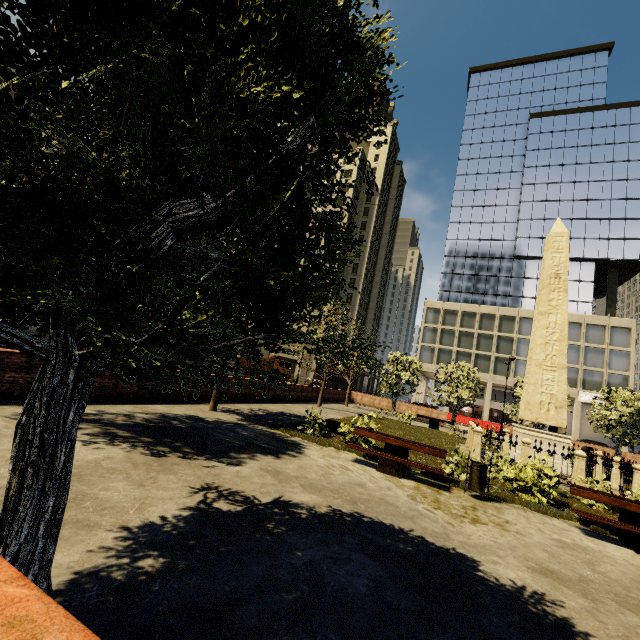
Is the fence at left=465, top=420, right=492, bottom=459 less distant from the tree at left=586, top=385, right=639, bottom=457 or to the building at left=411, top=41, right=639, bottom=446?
the tree at left=586, top=385, right=639, bottom=457

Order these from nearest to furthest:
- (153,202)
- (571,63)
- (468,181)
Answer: (153,202) < (571,63) < (468,181)

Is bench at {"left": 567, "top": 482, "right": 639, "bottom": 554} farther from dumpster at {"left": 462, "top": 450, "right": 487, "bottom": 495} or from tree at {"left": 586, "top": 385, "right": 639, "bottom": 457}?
tree at {"left": 586, "top": 385, "right": 639, "bottom": 457}

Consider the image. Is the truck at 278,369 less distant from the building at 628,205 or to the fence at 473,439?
the building at 628,205

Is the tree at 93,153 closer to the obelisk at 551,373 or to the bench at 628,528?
the bench at 628,528

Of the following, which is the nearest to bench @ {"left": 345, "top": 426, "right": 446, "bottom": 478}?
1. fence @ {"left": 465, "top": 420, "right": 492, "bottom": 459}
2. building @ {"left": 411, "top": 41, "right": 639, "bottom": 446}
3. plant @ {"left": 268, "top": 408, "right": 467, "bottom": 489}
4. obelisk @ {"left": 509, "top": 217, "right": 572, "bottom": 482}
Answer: plant @ {"left": 268, "top": 408, "right": 467, "bottom": 489}

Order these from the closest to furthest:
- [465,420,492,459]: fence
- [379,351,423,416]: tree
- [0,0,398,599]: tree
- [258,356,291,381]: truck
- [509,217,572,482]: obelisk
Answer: [0,0,398,599]: tree < [465,420,492,459]: fence < [509,217,572,482]: obelisk < [379,351,423,416]: tree < [258,356,291,381]: truck

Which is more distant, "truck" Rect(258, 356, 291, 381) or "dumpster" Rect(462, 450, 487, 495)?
"truck" Rect(258, 356, 291, 381)
